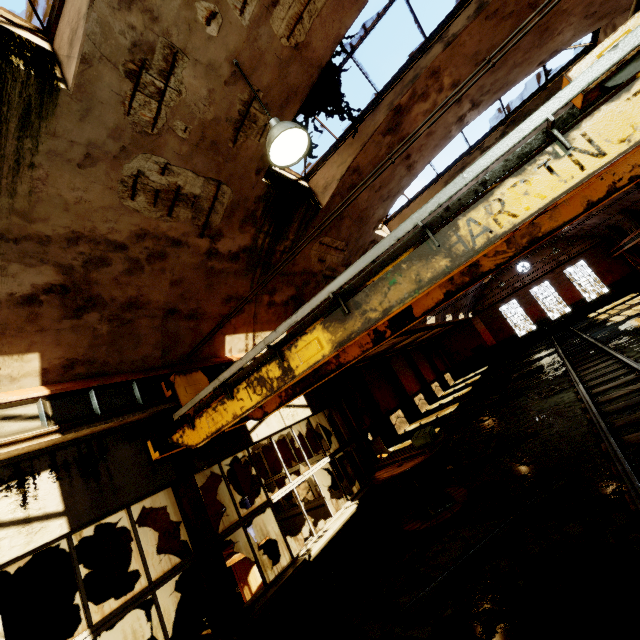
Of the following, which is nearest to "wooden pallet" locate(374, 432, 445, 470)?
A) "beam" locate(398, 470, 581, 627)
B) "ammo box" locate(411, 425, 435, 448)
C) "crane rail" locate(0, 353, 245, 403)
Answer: "ammo box" locate(411, 425, 435, 448)

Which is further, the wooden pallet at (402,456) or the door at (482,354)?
the door at (482,354)

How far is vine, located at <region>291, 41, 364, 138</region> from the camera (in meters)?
5.04

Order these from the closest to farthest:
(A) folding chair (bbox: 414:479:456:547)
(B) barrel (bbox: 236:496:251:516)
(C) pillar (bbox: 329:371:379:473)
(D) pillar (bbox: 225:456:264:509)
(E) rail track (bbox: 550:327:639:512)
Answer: (E) rail track (bbox: 550:327:639:512)
(A) folding chair (bbox: 414:479:456:547)
(B) barrel (bbox: 236:496:251:516)
(C) pillar (bbox: 329:371:379:473)
(D) pillar (bbox: 225:456:264:509)

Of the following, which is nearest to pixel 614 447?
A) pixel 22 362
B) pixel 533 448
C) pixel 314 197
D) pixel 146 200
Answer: pixel 533 448

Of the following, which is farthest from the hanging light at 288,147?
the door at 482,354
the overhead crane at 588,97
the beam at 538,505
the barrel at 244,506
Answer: the door at 482,354

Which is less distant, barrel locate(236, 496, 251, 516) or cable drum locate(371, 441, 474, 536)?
cable drum locate(371, 441, 474, 536)

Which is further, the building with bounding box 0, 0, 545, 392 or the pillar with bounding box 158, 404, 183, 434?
the pillar with bounding box 158, 404, 183, 434
